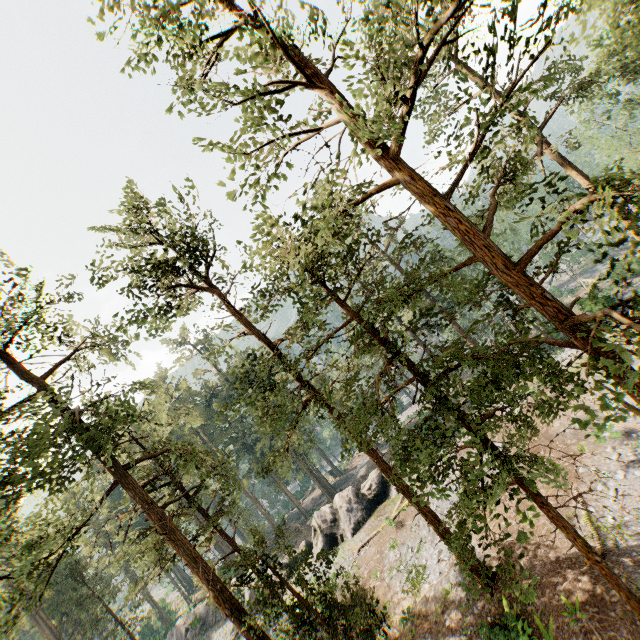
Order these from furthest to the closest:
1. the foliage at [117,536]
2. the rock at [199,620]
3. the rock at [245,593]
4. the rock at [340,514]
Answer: the rock at [199,620] < the rock at [245,593] < the rock at [340,514] < the foliage at [117,536]

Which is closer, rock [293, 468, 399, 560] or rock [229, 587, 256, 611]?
rock [293, 468, 399, 560]

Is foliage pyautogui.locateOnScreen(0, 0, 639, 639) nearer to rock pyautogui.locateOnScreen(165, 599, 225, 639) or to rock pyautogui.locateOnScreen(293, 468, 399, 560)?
rock pyautogui.locateOnScreen(293, 468, 399, 560)

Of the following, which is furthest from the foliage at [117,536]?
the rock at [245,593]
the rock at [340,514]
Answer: the rock at [245,593]

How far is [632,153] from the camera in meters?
35.2

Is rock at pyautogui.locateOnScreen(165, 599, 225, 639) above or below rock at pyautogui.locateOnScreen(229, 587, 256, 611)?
below

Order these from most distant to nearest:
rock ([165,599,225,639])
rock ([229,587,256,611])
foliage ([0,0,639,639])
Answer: rock ([165,599,225,639]) → rock ([229,587,256,611]) → foliage ([0,0,639,639])
